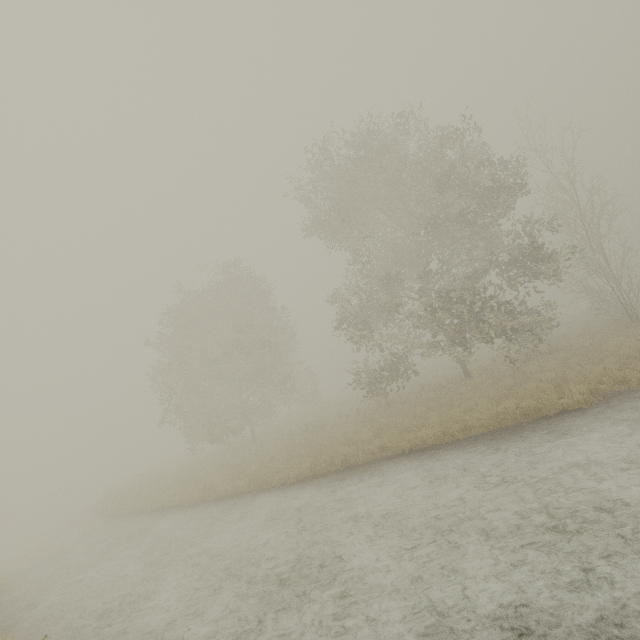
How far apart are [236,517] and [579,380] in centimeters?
1272cm

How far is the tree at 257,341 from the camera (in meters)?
22.95

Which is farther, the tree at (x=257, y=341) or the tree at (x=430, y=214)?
the tree at (x=257, y=341)

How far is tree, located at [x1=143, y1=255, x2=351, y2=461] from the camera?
22.95m

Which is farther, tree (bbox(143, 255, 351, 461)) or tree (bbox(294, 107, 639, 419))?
tree (bbox(143, 255, 351, 461))
